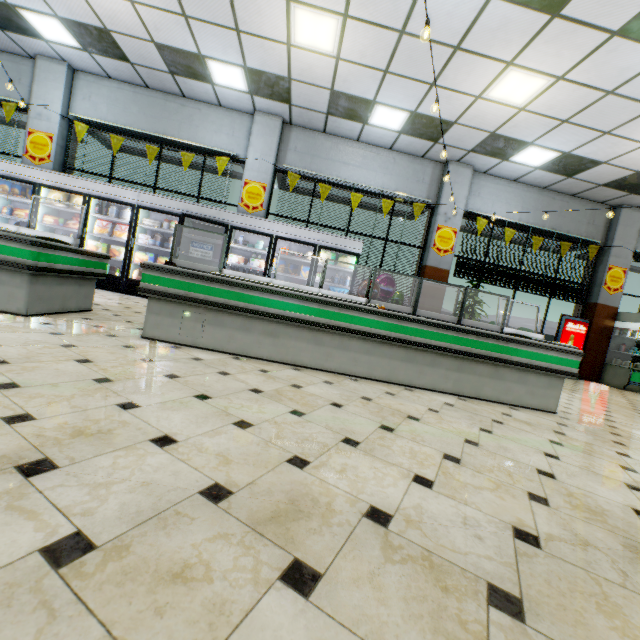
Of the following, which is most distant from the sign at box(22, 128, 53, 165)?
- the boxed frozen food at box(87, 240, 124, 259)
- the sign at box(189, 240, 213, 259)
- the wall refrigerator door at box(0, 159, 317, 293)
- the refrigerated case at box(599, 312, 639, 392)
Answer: the refrigerated case at box(599, 312, 639, 392)

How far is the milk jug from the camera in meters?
7.2 m

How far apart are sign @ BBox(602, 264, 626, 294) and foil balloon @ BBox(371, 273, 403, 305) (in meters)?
5.68

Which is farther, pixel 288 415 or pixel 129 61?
pixel 129 61

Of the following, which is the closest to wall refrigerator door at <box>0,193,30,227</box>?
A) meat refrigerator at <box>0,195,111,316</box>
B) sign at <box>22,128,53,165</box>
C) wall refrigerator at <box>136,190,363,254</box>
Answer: wall refrigerator at <box>136,190,363,254</box>

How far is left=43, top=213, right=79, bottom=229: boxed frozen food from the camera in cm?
709

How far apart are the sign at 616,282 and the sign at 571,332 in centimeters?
106cm

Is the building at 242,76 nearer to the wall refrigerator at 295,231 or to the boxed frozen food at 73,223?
the wall refrigerator at 295,231
